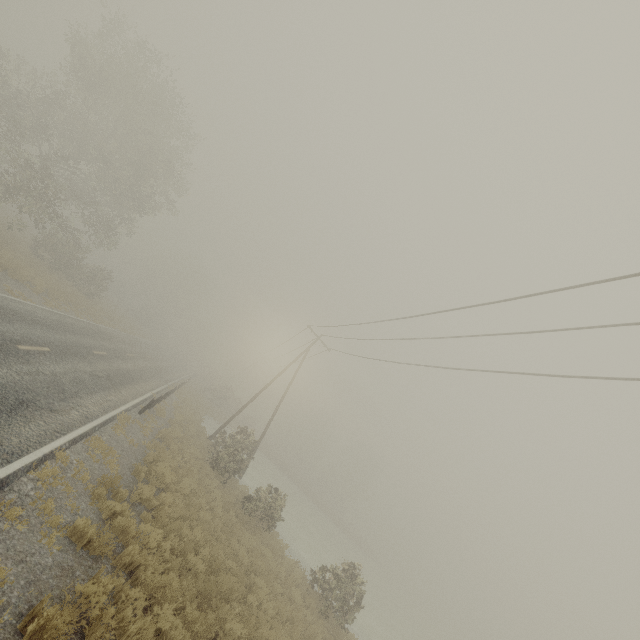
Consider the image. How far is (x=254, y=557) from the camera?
12.8m
